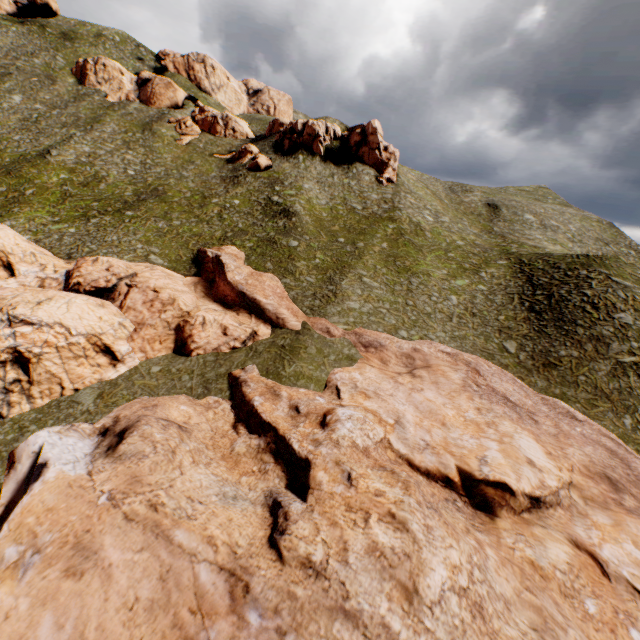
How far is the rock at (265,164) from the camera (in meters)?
54.64

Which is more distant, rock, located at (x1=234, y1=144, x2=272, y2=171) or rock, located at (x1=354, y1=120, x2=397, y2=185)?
rock, located at (x1=354, y1=120, x2=397, y2=185)

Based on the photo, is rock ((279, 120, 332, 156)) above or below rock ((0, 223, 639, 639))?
above

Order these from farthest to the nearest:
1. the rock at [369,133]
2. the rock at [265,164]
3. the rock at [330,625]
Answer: the rock at [369,133] < the rock at [265,164] < the rock at [330,625]

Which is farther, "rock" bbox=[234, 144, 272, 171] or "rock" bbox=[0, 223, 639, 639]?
"rock" bbox=[234, 144, 272, 171]

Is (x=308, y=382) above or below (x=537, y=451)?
below

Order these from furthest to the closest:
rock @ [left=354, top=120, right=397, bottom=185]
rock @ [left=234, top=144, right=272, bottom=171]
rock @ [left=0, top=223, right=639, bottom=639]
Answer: rock @ [left=354, top=120, right=397, bottom=185], rock @ [left=234, top=144, right=272, bottom=171], rock @ [left=0, top=223, right=639, bottom=639]
